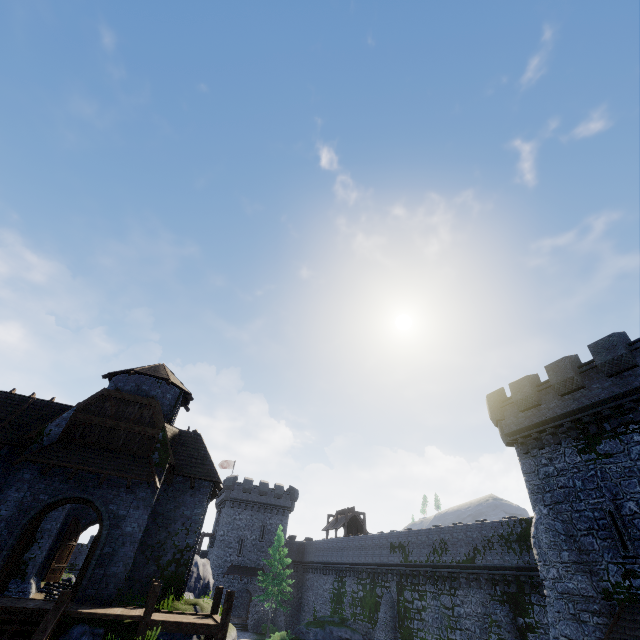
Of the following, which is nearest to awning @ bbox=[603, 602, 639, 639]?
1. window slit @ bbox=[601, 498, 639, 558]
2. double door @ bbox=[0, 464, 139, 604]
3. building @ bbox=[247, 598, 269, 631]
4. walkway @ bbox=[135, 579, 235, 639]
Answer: window slit @ bbox=[601, 498, 639, 558]

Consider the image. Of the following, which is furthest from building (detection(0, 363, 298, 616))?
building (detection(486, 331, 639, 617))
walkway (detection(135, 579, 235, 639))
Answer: building (detection(486, 331, 639, 617))

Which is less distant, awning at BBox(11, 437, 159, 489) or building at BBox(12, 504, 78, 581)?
awning at BBox(11, 437, 159, 489)

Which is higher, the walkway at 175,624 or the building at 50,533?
the building at 50,533

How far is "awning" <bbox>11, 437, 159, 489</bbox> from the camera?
15.02m

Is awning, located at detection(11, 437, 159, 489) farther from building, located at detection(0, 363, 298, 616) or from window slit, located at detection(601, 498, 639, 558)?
window slit, located at detection(601, 498, 639, 558)

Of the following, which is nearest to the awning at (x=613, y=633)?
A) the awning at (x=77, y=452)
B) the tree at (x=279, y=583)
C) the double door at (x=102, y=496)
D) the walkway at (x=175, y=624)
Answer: the walkway at (x=175, y=624)

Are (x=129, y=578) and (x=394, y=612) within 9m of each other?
no
